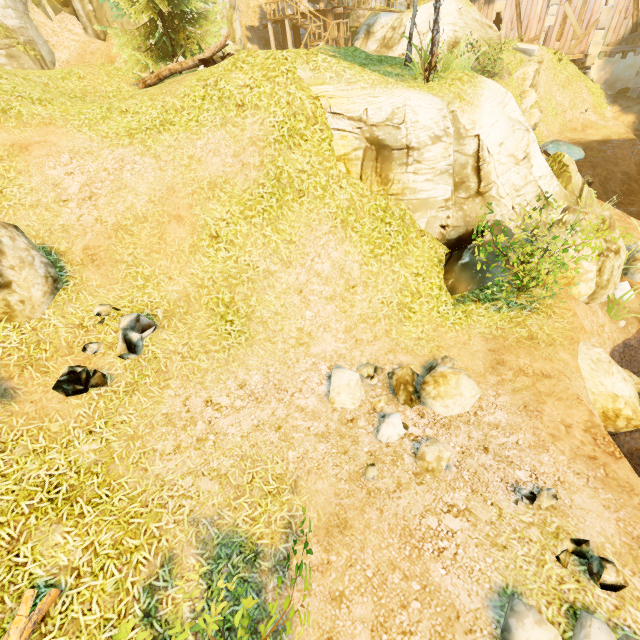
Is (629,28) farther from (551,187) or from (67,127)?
(67,127)

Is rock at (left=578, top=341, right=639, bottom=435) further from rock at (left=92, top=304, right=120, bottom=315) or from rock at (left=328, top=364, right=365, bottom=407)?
rock at (left=92, top=304, right=120, bottom=315)

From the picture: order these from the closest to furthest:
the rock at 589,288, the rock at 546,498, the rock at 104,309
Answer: the rock at 546,498, the rock at 104,309, the rock at 589,288

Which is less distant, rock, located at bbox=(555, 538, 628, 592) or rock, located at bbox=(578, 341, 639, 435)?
rock, located at bbox=(555, 538, 628, 592)

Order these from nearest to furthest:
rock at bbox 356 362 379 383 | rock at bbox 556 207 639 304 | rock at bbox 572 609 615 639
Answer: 1. rock at bbox 572 609 615 639
2. rock at bbox 356 362 379 383
3. rock at bbox 556 207 639 304

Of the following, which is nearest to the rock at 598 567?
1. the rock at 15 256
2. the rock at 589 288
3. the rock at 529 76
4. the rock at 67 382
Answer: the rock at 589 288

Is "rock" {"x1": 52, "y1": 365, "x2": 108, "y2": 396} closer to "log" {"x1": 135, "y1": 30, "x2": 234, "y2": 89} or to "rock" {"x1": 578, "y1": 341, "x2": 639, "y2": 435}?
"rock" {"x1": 578, "y1": 341, "x2": 639, "y2": 435}

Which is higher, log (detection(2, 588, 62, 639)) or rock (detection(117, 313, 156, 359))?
rock (detection(117, 313, 156, 359))
